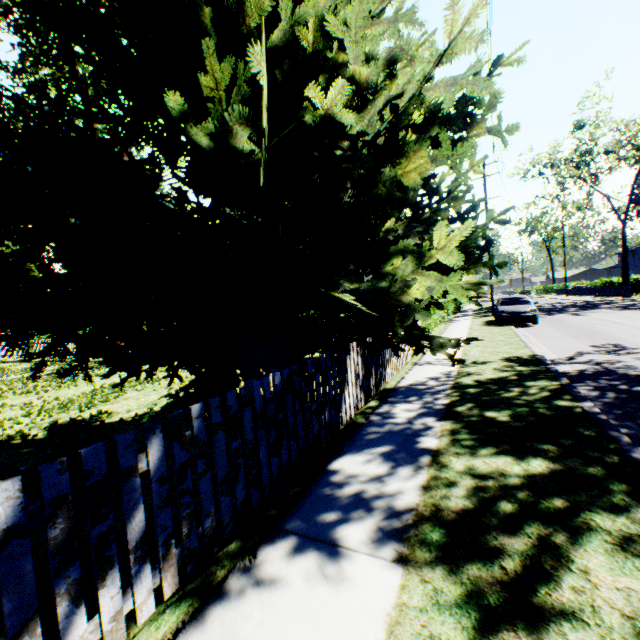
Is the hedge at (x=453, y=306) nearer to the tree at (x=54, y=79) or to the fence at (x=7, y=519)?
the fence at (x=7, y=519)

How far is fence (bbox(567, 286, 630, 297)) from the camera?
33.5m

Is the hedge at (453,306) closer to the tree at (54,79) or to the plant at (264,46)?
the plant at (264,46)

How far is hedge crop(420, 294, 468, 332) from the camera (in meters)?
16.36

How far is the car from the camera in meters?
16.7 m

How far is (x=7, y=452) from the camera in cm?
542

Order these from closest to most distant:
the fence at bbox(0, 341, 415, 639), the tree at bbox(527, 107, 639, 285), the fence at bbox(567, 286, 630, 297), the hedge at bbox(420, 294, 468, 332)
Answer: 1. the fence at bbox(0, 341, 415, 639)
2. the hedge at bbox(420, 294, 468, 332)
3. the tree at bbox(527, 107, 639, 285)
4. the fence at bbox(567, 286, 630, 297)

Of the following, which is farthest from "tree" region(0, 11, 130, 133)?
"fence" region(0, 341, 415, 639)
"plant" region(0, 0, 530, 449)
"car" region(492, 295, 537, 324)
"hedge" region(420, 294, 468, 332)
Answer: "car" region(492, 295, 537, 324)
